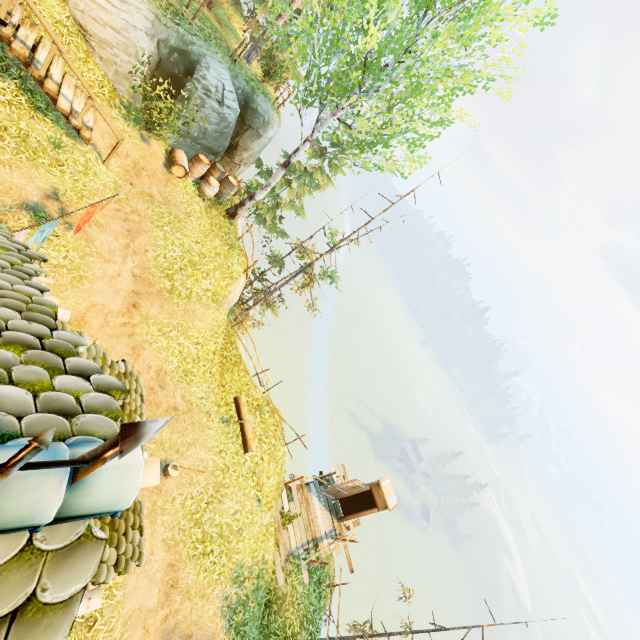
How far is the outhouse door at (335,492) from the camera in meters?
13.6 m

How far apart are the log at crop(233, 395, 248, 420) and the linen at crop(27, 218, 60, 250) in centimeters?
733cm

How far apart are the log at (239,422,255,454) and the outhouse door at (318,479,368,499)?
4.68m

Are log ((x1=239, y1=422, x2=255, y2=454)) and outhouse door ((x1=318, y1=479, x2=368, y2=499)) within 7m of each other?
yes

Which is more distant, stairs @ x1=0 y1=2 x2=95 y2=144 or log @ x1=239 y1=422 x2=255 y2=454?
log @ x1=239 y1=422 x2=255 y2=454

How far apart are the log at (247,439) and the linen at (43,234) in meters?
7.3 m

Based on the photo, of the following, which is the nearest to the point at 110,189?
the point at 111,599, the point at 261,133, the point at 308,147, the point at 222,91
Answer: the point at 222,91

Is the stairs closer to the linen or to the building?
the building
